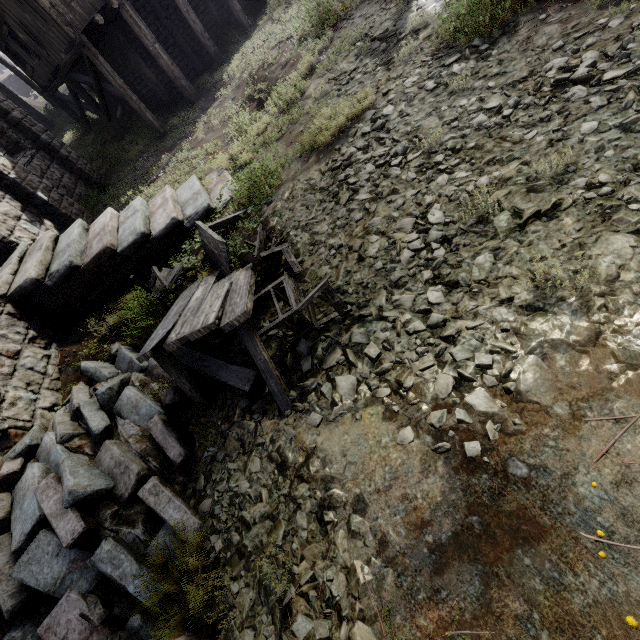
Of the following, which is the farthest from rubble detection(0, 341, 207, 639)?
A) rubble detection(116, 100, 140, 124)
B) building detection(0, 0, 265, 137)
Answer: rubble detection(116, 100, 140, 124)

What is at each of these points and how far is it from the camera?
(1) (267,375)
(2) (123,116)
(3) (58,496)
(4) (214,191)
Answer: (1) broken furniture, 3.65m
(2) rubble, 18.44m
(3) rubble, 3.68m
(4) building, 8.09m

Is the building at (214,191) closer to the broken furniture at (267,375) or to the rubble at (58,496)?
the rubble at (58,496)

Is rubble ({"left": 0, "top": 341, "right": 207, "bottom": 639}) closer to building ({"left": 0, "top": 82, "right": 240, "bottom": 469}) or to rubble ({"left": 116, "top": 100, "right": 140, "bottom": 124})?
building ({"left": 0, "top": 82, "right": 240, "bottom": 469})

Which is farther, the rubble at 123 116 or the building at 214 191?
the rubble at 123 116

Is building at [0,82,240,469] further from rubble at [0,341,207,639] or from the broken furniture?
the broken furniture

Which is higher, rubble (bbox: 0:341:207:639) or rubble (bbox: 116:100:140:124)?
rubble (bbox: 116:100:140:124)

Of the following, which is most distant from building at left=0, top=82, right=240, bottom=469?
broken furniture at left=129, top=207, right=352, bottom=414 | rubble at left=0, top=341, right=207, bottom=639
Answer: broken furniture at left=129, top=207, right=352, bottom=414
